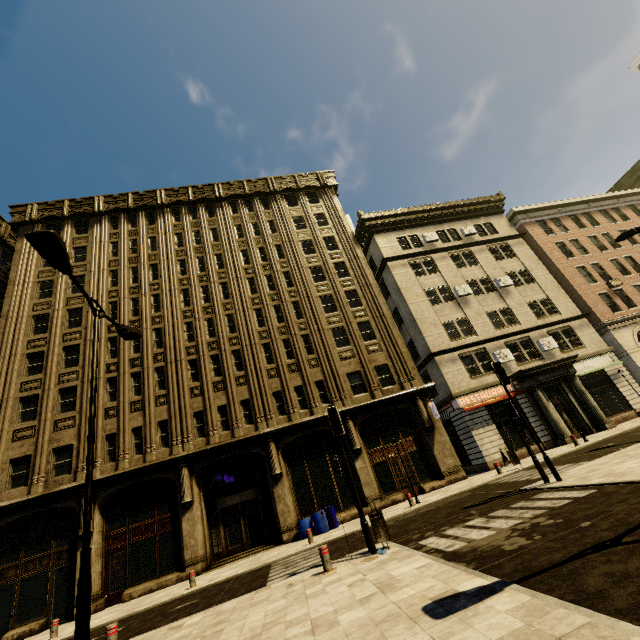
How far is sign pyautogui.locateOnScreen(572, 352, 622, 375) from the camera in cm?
2335

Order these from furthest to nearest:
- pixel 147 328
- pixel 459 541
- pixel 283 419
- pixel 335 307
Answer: pixel 335 307, pixel 147 328, pixel 283 419, pixel 459 541

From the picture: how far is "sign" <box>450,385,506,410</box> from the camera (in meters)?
21.34

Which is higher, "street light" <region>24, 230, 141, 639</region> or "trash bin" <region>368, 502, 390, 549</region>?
"street light" <region>24, 230, 141, 639</region>

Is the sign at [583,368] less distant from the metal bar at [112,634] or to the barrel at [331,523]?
the barrel at [331,523]

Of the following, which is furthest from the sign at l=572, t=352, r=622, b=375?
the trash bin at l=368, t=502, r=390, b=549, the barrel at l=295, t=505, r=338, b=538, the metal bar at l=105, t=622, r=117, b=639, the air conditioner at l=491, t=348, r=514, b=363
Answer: the metal bar at l=105, t=622, r=117, b=639

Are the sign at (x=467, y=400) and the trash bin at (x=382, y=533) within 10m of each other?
no

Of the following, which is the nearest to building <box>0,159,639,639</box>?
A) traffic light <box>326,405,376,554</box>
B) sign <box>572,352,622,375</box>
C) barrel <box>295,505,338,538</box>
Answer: sign <box>572,352,622,375</box>
